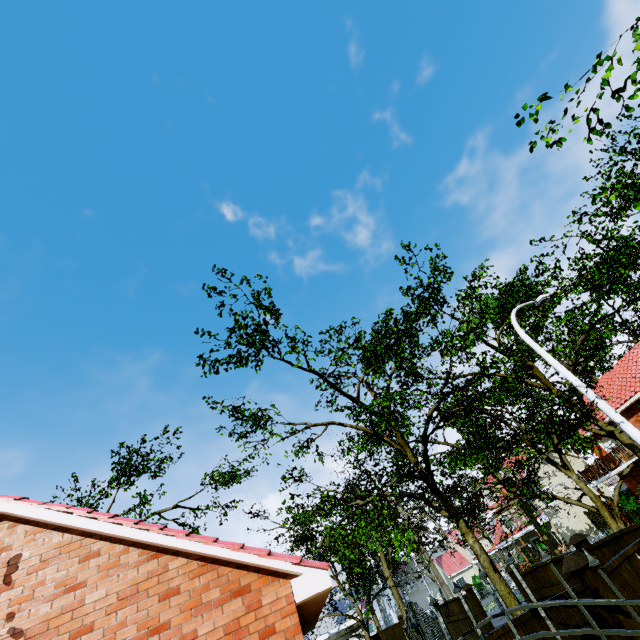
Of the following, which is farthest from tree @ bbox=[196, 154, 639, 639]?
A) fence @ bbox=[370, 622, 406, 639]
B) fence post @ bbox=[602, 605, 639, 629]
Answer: fence post @ bbox=[602, 605, 639, 629]

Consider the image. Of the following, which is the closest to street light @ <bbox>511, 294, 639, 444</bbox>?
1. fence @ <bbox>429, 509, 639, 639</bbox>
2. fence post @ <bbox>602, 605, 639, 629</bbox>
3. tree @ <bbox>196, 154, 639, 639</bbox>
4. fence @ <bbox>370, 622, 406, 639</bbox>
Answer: tree @ <bbox>196, 154, 639, 639</bbox>

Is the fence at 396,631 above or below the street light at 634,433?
below

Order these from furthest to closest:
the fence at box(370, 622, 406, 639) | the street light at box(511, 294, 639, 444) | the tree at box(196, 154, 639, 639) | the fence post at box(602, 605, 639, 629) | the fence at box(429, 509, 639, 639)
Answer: the fence at box(370, 622, 406, 639) → the tree at box(196, 154, 639, 639) → the street light at box(511, 294, 639, 444) → the fence post at box(602, 605, 639, 629) → the fence at box(429, 509, 639, 639)

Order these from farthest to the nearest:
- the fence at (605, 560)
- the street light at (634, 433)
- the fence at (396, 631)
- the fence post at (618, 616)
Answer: the fence at (396, 631) < the street light at (634, 433) < the fence post at (618, 616) < the fence at (605, 560)

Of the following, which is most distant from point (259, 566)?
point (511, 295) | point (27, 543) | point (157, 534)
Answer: point (511, 295)
